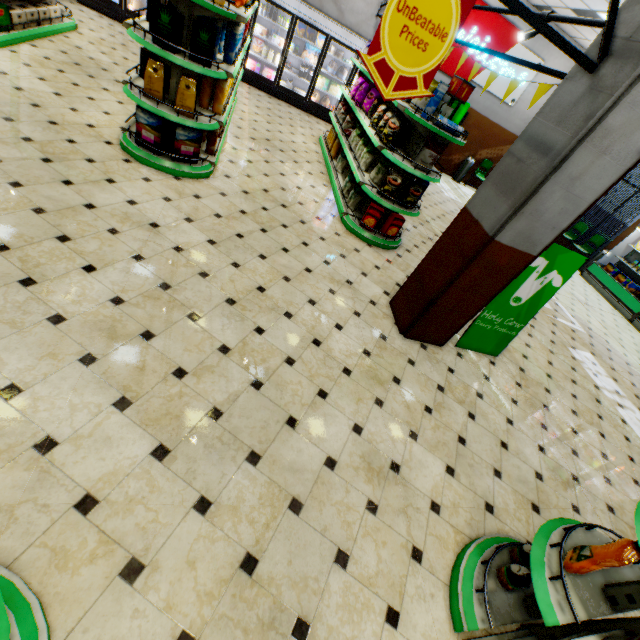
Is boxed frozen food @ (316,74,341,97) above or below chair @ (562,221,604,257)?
below

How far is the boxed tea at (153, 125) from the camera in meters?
4.1

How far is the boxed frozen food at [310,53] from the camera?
9.3 meters

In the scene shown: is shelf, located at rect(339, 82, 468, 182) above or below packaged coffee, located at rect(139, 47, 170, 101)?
above

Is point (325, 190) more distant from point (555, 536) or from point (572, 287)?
point (572, 287)

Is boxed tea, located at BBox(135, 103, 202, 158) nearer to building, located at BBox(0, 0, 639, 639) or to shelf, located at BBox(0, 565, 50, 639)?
building, located at BBox(0, 0, 639, 639)

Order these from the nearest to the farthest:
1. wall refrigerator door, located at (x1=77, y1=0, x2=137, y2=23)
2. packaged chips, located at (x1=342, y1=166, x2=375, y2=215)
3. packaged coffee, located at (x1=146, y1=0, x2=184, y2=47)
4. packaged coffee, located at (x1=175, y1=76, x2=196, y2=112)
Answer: packaged coffee, located at (x1=146, y1=0, x2=184, y2=47), packaged coffee, located at (x1=175, y1=76, x2=196, y2=112), packaged chips, located at (x1=342, y1=166, x2=375, y2=215), wall refrigerator door, located at (x1=77, y1=0, x2=137, y2=23)

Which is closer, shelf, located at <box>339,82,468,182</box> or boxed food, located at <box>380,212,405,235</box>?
shelf, located at <box>339,82,468,182</box>
